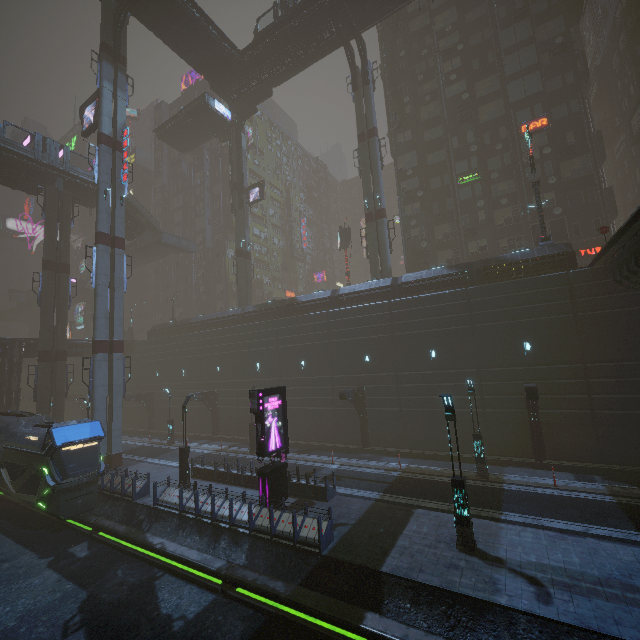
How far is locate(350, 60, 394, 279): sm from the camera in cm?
3209

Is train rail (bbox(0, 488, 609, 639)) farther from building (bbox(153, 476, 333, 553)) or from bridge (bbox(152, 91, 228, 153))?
bridge (bbox(152, 91, 228, 153))

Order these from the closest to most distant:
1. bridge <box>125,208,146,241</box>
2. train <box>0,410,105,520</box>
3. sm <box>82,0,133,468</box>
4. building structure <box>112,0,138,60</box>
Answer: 1. train <box>0,410,105,520</box>
2. sm <box>82,0,133,468</box>
3. building structure <box>112,0,138,60</box>
4. bridge <box>125,208,146,241</box>

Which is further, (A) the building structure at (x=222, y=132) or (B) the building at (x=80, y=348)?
(A) the building structure at (x=222, y=132)

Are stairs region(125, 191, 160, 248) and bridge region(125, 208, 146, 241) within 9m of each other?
yes

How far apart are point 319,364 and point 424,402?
9.9 meters

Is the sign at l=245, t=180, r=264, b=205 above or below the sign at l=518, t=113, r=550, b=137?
above

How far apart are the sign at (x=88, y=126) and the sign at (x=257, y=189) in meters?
16.6
